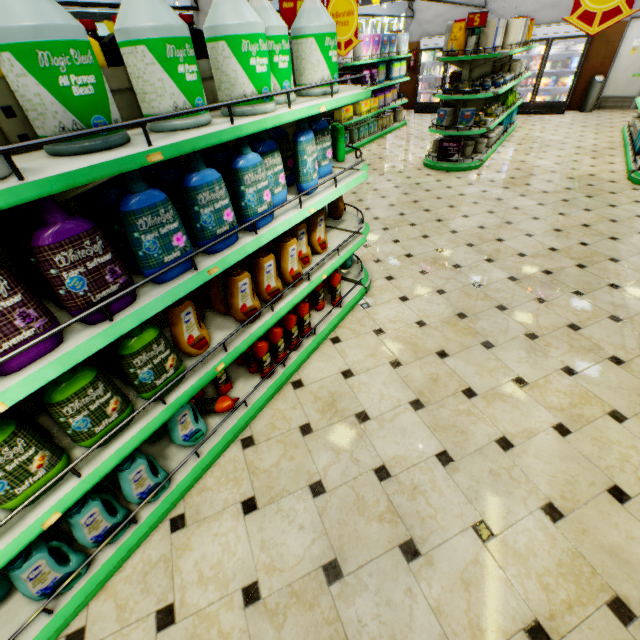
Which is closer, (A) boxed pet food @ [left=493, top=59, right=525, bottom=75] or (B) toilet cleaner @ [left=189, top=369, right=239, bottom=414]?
(B) toilet cleaner @ [left=189, top=369, right=239, bottom=414]

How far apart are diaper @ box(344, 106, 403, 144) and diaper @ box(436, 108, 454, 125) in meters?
2.7

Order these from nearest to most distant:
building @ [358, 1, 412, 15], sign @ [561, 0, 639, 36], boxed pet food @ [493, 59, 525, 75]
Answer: sign @ [561, 0, 639, 36] → boxed pet food @ [493, 59, 525, 75] → building @ [358, 1, 412, 15]

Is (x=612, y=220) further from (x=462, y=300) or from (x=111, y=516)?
(x=111, y=516)

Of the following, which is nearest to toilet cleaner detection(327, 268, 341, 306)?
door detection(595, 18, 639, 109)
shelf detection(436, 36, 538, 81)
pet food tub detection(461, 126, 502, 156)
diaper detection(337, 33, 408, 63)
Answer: shelf detection(436, 36, 538, 81)

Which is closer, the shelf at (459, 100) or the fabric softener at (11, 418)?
the fabric softener at (11, 418)

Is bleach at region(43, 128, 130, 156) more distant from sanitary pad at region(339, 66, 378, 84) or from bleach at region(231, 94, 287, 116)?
sanitary pad at region(339, 66, 378, 84)

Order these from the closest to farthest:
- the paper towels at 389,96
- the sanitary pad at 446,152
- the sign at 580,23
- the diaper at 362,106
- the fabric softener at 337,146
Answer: the fabric softener at 337,146 → the sign at 580,23 → the sanitary pad at 446,152 → the diaper at 362,106 → the paper towels at 389,96
